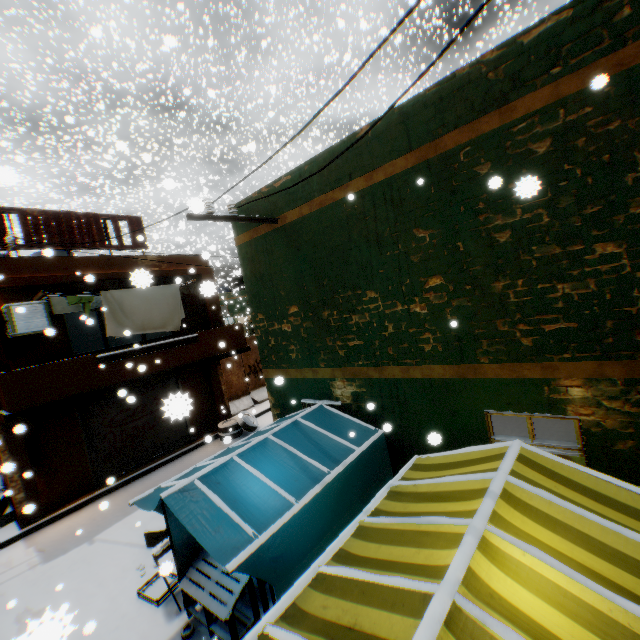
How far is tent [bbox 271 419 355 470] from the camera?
4.8m

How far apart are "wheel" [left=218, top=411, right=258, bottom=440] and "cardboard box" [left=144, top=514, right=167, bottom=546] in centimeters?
475cm

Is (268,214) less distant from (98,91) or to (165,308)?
(165,308)

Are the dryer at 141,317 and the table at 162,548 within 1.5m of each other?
yes

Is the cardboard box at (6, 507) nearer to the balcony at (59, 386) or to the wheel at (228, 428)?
the balcony at (59, 386)

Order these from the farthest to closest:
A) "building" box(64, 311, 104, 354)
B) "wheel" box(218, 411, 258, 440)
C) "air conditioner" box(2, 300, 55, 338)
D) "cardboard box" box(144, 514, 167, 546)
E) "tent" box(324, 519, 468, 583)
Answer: "building" box(64, 311, 104, 354), "wheel" box(218, 411, 258, 440), "air conditioner" box(2, 300, 55, 338), "cardboard box" box(144, 514, 167, 546), "tent" box(324, 519, 468, 583)

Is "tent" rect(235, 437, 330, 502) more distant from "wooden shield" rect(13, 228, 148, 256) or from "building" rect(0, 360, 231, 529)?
"wooden shield" rect(13, 228, 148, 256)

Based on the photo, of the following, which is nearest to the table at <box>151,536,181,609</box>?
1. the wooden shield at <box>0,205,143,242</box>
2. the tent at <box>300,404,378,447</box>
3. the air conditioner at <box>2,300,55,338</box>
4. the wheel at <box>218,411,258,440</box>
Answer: the tent at <box>300,404,378,447</box>
